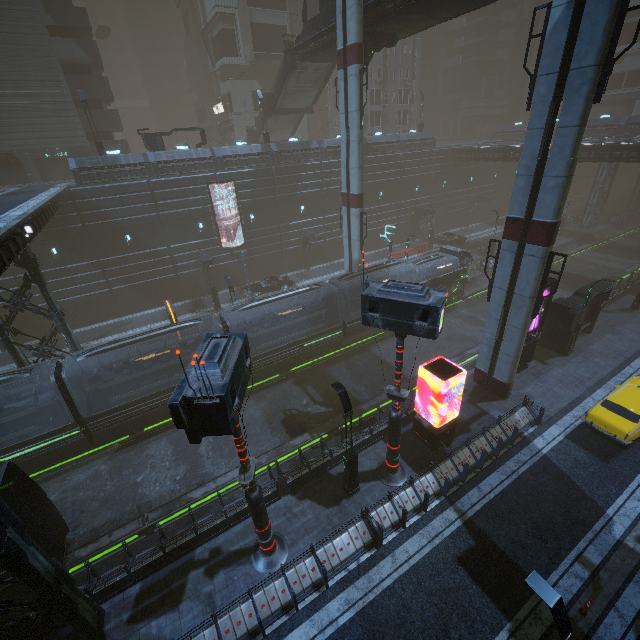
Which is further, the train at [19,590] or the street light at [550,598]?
the train at [19,590]

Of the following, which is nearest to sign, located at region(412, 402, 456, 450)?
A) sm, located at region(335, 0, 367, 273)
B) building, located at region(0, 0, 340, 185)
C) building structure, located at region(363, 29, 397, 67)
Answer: building, located at region(0, 0, 340, 185)

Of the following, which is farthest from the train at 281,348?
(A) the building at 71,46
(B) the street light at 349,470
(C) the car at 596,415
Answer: (C) the car at 596,415

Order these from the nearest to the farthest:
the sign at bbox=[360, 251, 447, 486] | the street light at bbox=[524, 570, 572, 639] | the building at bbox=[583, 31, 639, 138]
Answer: the street light at bbox=[524, 570, 572, 639], the sign at bbox=[360, 251, 447, 486], the building at bbox=[583, 31, 639, 138]

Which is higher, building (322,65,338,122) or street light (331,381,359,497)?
building (322,65,338,122)

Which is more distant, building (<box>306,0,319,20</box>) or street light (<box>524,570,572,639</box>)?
building (<box>306,0,319,20</box>)

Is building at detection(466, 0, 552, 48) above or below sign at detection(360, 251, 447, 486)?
above

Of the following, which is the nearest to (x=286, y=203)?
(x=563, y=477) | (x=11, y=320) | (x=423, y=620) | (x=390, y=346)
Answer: (x=390, y=346)
